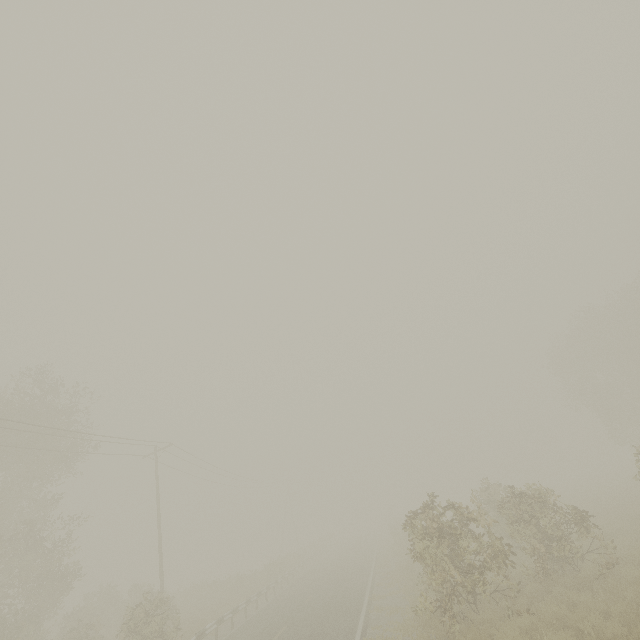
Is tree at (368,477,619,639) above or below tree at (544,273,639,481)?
below

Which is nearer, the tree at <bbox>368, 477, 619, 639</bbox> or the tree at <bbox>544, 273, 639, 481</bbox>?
the tree at <bbox>368, 477, 619, 639</bbox>

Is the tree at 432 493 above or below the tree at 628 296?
below

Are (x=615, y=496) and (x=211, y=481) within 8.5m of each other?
no

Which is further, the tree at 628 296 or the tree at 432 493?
the tree at 628 296
